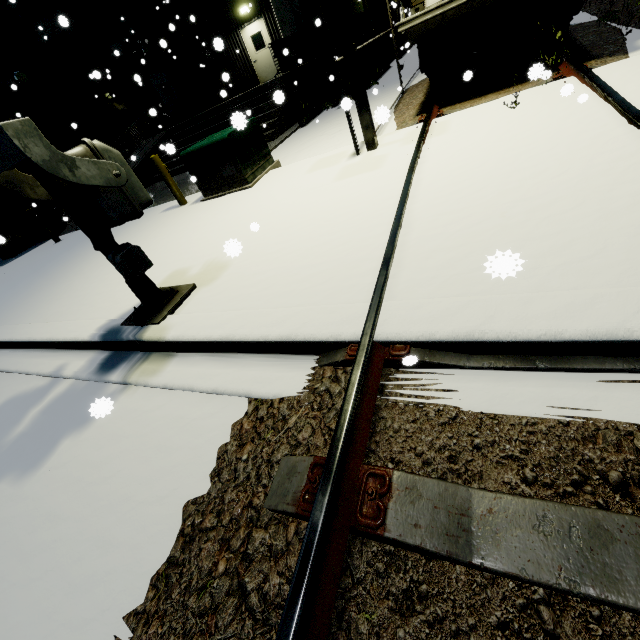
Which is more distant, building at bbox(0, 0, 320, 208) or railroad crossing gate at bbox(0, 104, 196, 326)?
building at bbox(0, 0, 320, 208)

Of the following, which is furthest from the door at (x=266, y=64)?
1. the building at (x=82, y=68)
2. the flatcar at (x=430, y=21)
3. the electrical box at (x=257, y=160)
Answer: the electrical box at (x=257, y=160)

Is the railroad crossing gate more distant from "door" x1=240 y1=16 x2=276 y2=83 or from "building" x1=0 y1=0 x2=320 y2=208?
"door" x1=240 y1=16 x2=276 y2=83

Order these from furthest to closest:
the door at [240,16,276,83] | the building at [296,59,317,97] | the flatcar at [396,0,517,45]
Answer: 1. the door at [240,16,276,83]
2. the building at [296,59,317,97]
3. the flatcar at [396,0,517,45]

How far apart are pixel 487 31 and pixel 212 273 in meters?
7.4 m

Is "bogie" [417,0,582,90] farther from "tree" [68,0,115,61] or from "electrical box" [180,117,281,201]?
"tree" [68,0,115,61]

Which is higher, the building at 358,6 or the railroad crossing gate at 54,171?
the building at 358,6

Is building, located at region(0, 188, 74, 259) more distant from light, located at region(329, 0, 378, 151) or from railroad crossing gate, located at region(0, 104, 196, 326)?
light, located at region(329, 0, 378, 151)
